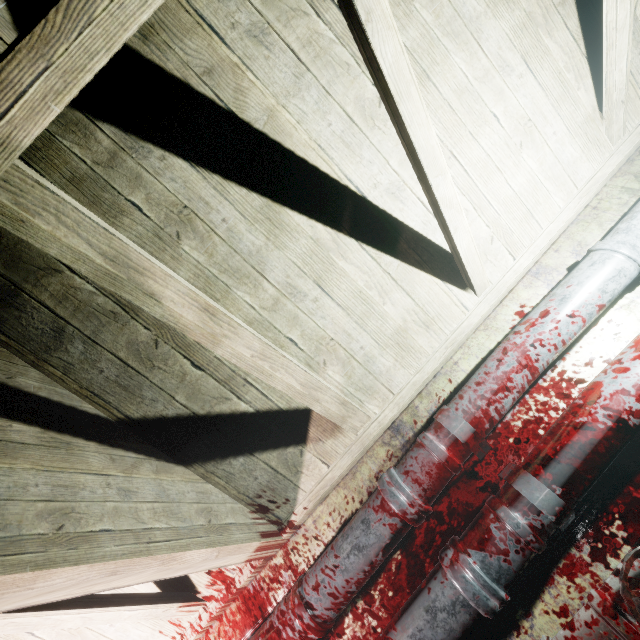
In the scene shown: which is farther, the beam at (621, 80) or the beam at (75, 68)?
the beam at (621, 80)

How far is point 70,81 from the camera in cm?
60

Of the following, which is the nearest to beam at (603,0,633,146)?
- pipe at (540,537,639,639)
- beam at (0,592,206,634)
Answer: beam at (0,592,206,634)

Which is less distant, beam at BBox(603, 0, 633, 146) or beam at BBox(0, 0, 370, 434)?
beam at BBox(0, 0, 370, 434)

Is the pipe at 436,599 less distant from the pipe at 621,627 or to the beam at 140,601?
the pipe at 621,627

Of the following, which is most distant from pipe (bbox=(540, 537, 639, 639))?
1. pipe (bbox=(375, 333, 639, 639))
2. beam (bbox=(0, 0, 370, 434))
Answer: beam (bbox=(0, 0, 370, 434))

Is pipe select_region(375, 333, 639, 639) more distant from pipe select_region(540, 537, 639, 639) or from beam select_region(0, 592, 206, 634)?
beam select_region(0, 592, 206, 634)
